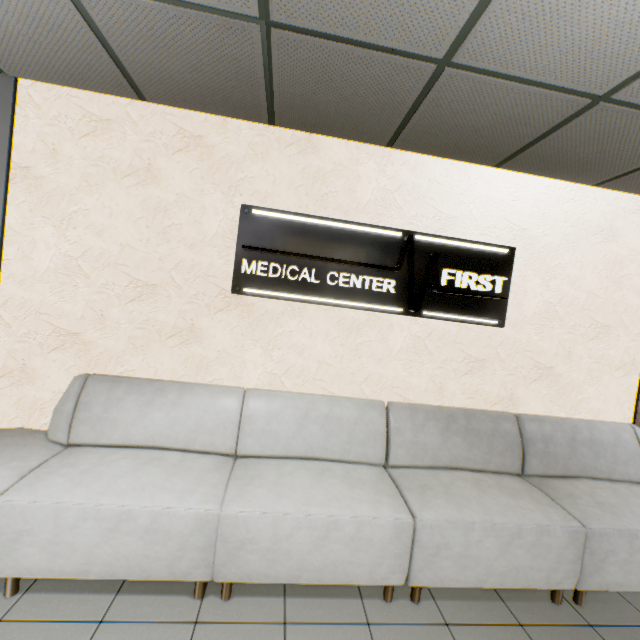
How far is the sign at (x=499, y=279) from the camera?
2.66m

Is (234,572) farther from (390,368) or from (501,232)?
(501,232)

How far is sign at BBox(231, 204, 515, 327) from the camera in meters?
2.7 m

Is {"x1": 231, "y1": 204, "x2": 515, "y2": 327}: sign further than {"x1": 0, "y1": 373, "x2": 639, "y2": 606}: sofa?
Yes

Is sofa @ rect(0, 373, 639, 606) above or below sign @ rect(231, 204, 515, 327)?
below

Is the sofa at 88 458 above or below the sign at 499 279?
below
